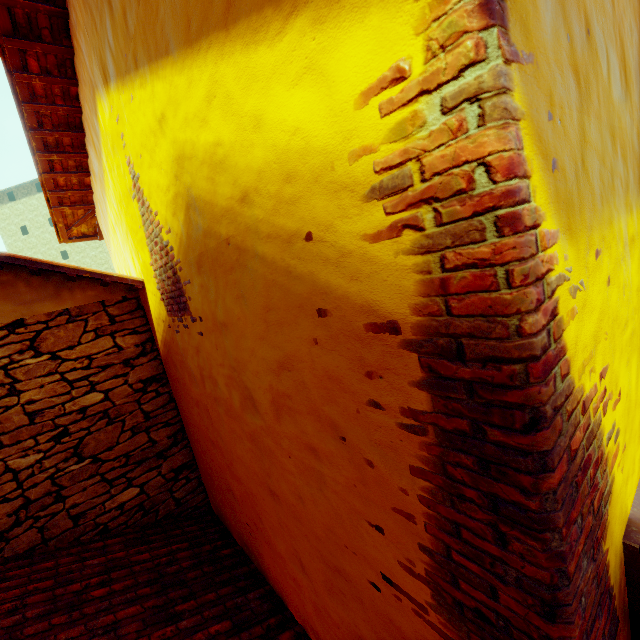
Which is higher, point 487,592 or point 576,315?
point 576,315
